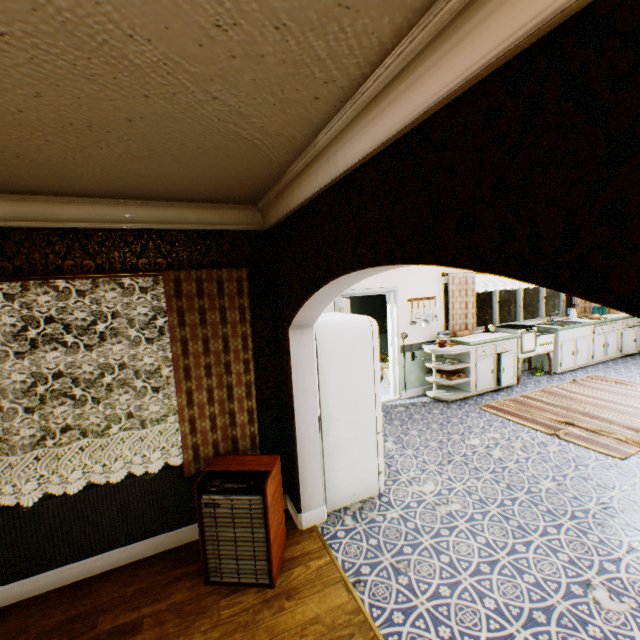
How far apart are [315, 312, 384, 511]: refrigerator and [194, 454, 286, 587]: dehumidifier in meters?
0.5

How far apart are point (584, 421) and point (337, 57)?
6.3 meters

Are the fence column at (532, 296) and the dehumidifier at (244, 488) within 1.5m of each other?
no

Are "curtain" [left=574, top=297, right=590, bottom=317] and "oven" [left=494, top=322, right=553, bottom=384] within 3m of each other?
yes

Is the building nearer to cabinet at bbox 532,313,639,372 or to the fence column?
cabinet at bbox 532,313,639,372

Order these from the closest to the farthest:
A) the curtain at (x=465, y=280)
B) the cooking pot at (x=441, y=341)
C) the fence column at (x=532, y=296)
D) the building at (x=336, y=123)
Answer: the building at (x=336, y=123) → the cooking pot at (x=441, y=341) → the curtain at (x=465, y=280) → the fence column at (x=532, y=296)

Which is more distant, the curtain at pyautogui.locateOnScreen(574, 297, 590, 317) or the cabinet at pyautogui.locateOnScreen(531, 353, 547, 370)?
the curtain at pyautogui.locateOnScreen(574, 297, 590, 317)

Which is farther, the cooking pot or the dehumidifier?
the cooking pot
